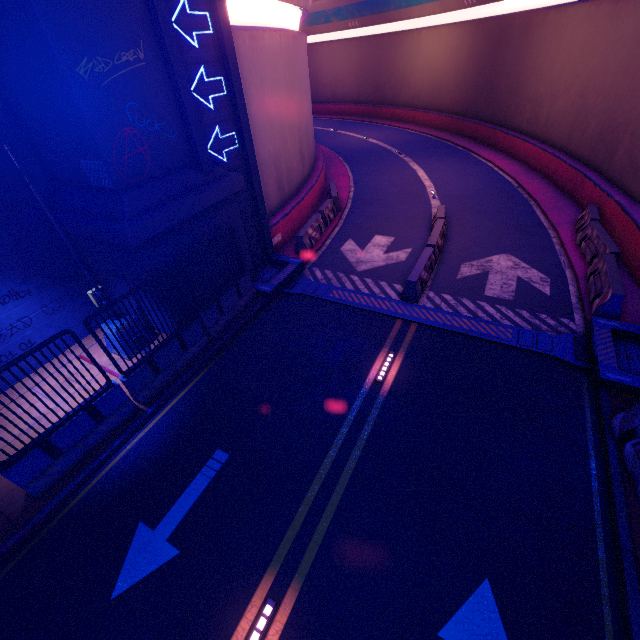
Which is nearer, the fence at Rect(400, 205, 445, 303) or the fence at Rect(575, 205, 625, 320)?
the fence at Rect(575, 205, 625, 320)

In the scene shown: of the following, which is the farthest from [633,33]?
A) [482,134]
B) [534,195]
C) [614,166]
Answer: [482,134]

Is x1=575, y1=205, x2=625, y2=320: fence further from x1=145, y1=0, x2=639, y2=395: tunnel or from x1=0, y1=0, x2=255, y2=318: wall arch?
x1=0, y1=0, x2=255, y2=318: wall arch

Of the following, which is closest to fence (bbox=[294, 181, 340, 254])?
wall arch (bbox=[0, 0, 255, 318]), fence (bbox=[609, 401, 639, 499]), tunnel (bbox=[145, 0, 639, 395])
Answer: tunnel (bbox=[145, 0, 639, 395])

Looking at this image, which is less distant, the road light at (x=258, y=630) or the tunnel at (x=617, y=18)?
the road light at (x=258, y=630)

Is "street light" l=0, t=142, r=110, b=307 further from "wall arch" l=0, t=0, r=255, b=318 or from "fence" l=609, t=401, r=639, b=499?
"fence" l=609, t=401, r=639, b=499

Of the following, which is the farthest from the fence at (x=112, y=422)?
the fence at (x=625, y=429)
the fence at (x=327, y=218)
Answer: the fence at (x=625, y=429)

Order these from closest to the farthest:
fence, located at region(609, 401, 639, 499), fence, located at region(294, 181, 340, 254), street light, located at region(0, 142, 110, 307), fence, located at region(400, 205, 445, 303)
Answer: fence, located at region(609, 401, 639, 499) → street light, located at region(0, 142, 110, 307) → fence, located at region(400, 205, 445, 303) → fence, located at region(294, 181, 340, 254)
